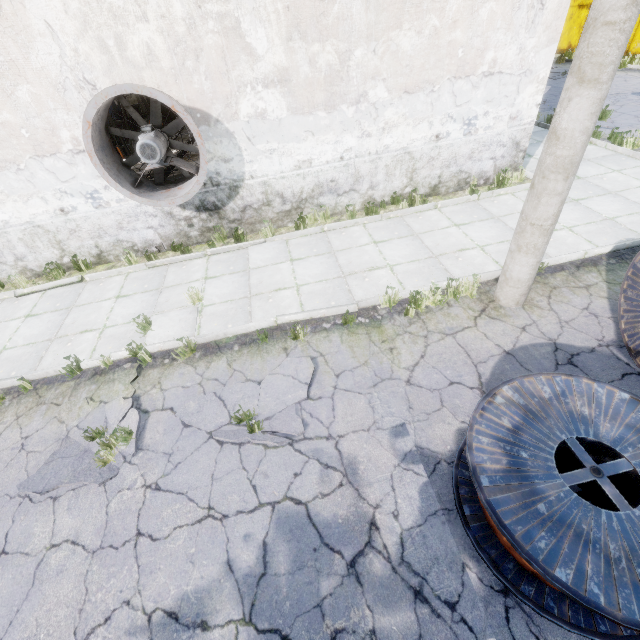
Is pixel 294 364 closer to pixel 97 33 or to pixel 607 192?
pixel 97 33

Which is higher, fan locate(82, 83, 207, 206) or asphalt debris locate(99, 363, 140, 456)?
fan locate(82, 83, 207, 206)

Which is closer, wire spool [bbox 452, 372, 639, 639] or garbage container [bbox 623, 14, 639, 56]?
wire spool [bbox 452, 372, 639, 639]

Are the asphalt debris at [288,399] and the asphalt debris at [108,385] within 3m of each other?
yes

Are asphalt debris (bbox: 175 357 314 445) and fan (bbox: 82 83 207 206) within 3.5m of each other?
no

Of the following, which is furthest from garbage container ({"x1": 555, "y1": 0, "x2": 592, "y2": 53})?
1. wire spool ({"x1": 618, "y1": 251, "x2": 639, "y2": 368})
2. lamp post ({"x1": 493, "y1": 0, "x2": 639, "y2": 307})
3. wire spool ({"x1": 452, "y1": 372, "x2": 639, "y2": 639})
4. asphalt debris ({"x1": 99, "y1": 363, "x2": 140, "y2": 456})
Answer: asphalt debris ({"x1": 99, "y1": 363, "x2": 140, "y2": 456})

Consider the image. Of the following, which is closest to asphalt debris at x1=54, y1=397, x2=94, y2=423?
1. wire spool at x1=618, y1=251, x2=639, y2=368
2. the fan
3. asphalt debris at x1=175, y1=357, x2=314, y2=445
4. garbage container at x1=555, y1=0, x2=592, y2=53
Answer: asphalt debris at x1=175, y1=357, x2=314, y2=445

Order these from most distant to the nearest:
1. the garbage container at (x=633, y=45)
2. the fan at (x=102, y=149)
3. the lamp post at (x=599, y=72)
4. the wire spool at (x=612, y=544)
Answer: the garbage container at (x=633, y=45), the fan at (x=102, y=149), the lamp post at (x=599, y=72), the wire spool at (x=612, y=544)
